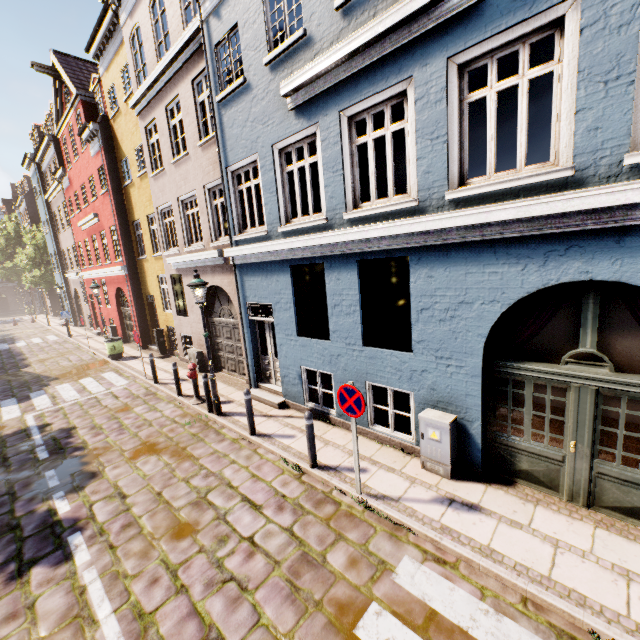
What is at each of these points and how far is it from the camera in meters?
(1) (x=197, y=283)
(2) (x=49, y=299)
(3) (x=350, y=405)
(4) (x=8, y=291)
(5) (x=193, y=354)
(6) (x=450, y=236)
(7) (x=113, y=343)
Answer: (1) street light, 7.8 m
(2) building, 37.1 m
(3) sign, 5.0 m
(4) building, 50.7 m
(5) electrical box, 12.4 m
(6) building, 4.9 m
(7) trash bin, 15.2 m

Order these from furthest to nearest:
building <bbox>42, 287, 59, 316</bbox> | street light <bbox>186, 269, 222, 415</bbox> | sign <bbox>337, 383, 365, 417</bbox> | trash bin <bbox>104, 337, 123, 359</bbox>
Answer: building <bbox>42, 287, 59, 316</bbox> < trash bin <bbox>104, 337, 123, 359</bbox> < street light <bbox>186, 269, 222, 415</bbox> < sign <bbox>337, 383, 365, 417</bbox>

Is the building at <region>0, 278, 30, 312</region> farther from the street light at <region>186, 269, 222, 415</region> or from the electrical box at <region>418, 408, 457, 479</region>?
the street light at <region>186, 269, 222, 415</region>

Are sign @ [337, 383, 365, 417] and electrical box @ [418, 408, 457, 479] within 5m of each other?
yes

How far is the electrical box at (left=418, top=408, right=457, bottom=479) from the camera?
5.4 meters

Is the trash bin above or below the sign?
below

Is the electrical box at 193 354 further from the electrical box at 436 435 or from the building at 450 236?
the electrical box at 436 435

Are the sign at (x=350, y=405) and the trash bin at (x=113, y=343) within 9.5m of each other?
no
